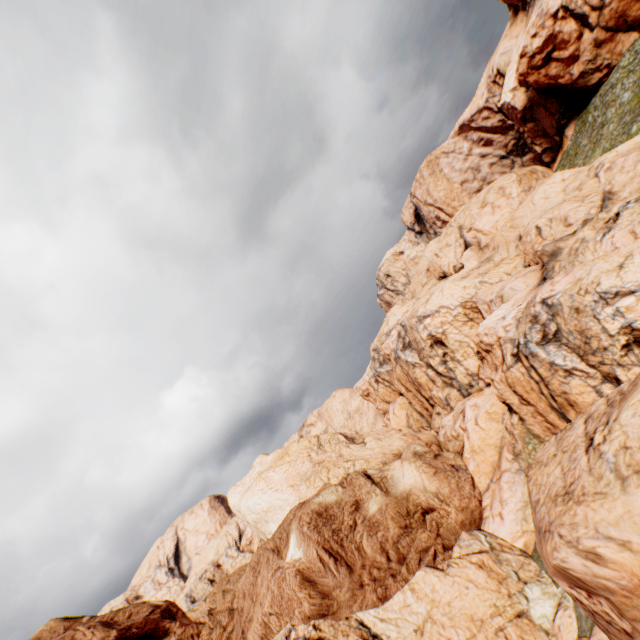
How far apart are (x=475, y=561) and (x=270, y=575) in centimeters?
1314cm
